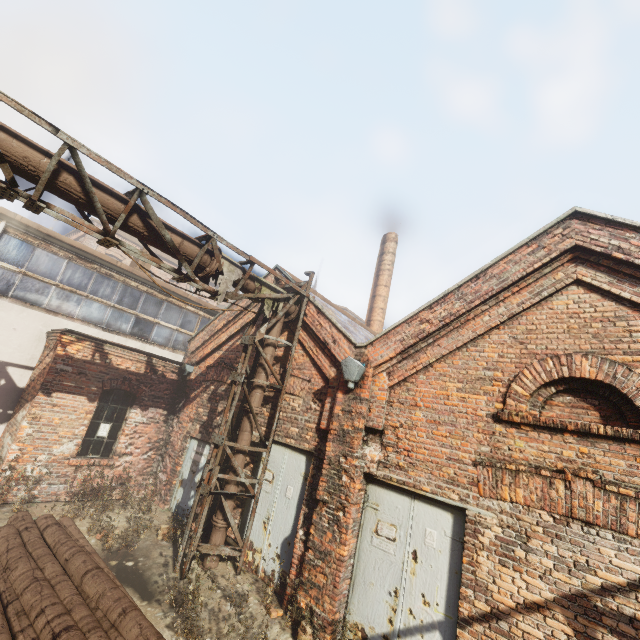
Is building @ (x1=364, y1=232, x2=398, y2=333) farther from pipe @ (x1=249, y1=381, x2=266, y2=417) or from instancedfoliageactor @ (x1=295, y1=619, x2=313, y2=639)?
instancedfoliageactor @ (x1=295, y1=619, x2=313, y2=639)

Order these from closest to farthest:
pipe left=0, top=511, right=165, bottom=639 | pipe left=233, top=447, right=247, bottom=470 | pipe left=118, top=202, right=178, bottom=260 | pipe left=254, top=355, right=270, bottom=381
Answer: pipe left=0, top=511, right=165, bottom=639
pipe left=118, top=202, right=178, bottom=260
pipe left=233, top=447, right=247, bottom=470
pipe left=254, top=355, right=270, bottom=381

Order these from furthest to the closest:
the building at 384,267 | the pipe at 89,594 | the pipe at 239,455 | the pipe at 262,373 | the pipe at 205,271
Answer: the building at 384,267, the pipe at 262,373, the pipe at 239,455, the pipe at 205,271, the pipe at 89,594

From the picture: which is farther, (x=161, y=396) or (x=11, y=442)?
(x=161, y=396)

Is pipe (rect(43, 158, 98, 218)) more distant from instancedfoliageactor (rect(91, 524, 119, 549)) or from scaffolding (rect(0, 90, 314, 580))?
instancedfoliageactor (rect(91, 524, 119, 549))

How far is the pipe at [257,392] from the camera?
7.3m

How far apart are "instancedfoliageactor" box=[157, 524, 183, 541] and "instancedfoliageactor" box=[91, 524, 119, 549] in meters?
0.9 m

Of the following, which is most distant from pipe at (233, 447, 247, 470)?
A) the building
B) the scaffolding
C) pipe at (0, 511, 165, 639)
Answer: the building
